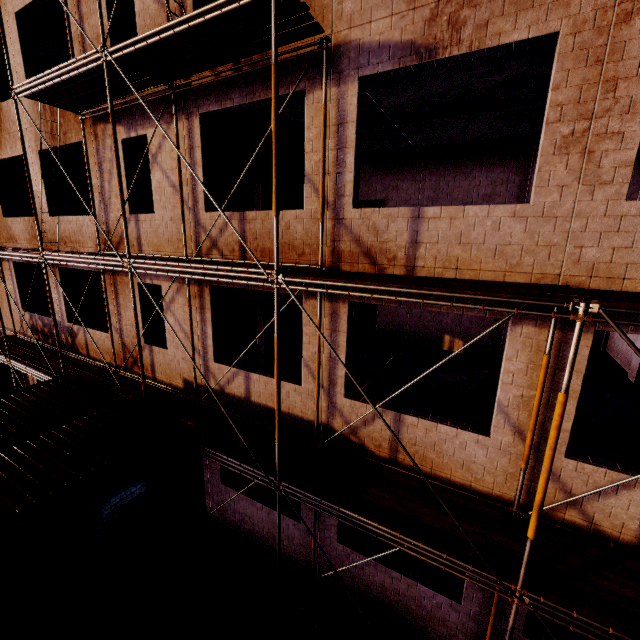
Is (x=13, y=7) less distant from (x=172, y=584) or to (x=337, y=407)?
(x=337, y=407)

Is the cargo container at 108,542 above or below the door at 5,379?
above

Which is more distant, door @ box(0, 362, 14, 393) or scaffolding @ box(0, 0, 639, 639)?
door @ box(0, 362, 14, 393)

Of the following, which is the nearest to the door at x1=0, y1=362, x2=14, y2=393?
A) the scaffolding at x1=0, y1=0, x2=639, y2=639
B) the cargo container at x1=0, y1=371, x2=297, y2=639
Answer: the scaffolding at x1=0, y1=0, x2=639, y2=639

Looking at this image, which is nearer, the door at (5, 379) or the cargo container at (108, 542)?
the cargo container at (108, 542)

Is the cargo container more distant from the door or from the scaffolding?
the door

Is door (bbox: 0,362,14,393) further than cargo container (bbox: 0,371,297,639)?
Yes
